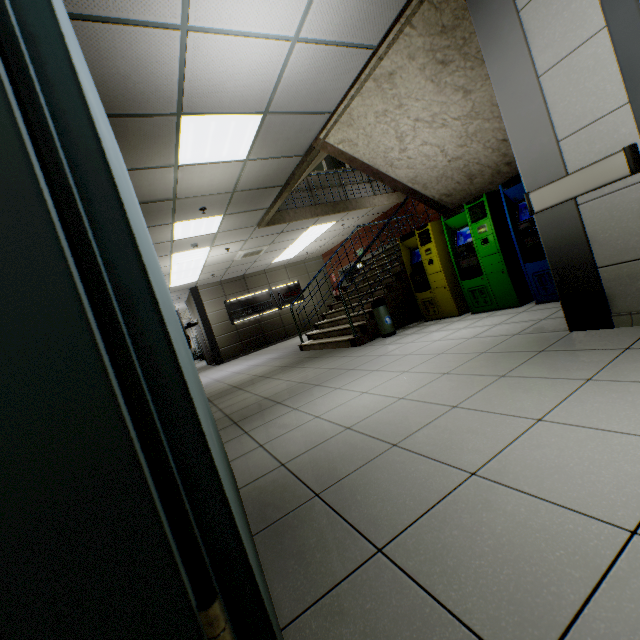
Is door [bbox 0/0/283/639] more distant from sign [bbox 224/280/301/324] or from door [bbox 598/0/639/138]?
sign [bbox 224/280/301/324]

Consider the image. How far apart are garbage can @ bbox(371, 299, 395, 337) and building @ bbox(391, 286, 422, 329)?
0.4m

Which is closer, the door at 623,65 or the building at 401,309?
the door at 623,65

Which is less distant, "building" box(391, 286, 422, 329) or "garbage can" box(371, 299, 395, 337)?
"garbage can" box(371, 299, 395, 337)

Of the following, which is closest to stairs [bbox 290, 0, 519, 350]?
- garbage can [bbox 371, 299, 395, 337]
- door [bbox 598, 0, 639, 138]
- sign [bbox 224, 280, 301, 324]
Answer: garbage can [bbox 371, 299, 395, 337]

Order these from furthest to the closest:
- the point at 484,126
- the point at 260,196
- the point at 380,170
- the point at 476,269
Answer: the point at 260,196 < the point at 380,170 < the point at 476,269 < the point at 484,126

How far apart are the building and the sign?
8.49m

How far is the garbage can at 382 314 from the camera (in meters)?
5.52
